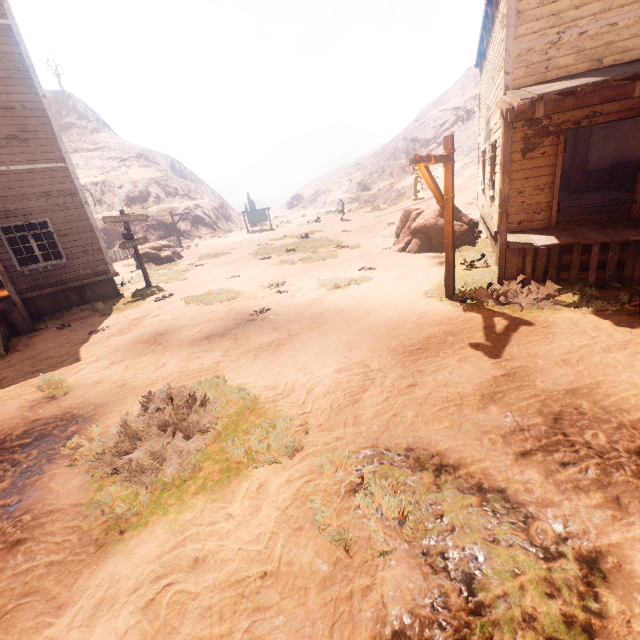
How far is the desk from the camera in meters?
13.4 m

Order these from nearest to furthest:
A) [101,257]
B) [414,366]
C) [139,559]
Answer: [139,559], [414,366], [101,257]

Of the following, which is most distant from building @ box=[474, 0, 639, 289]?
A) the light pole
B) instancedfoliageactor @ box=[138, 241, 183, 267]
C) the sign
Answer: the sign

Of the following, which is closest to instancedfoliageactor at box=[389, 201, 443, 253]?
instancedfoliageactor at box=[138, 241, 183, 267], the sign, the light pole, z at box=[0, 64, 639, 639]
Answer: z at box=[0, 64, 639, 639]

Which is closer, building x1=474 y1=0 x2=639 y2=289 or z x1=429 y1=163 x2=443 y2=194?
building x1=474 y1=0 x2=639 y2=289

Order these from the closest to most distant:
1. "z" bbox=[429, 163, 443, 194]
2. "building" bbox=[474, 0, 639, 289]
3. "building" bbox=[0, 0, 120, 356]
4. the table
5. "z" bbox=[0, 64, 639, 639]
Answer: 1. "z" bbox=[0, 64, 639, 639]
2. "building" bbox=[474, 0, 639, 289]
3. "building" bbox=[0, 0, 120, 356]
4. the table
5. "z" bbox=[429, 163, 443, 194]

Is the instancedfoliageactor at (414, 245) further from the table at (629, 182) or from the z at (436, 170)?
the table at (629, 182)

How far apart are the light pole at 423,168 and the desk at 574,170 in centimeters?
1032cm
